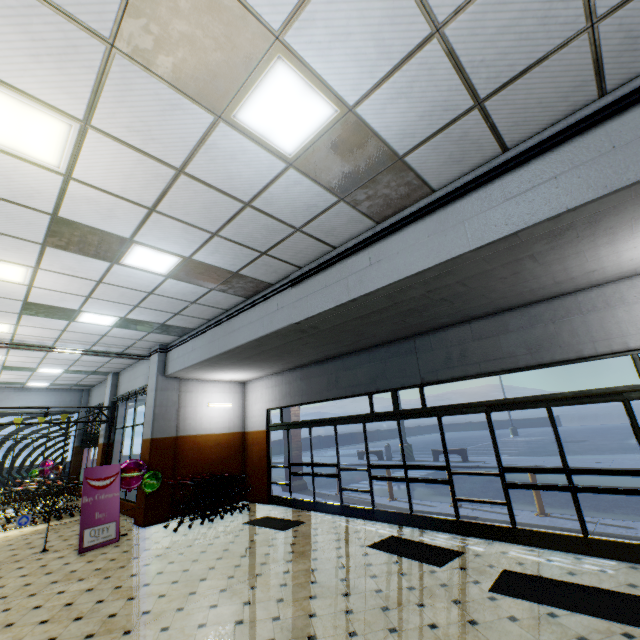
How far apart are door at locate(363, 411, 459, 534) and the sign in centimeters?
599cm

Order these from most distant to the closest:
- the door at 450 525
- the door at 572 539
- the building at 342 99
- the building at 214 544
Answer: the door at 450 525, the door at 572 539, the building at 214 544, the building at 342 99

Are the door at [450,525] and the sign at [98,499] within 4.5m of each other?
no

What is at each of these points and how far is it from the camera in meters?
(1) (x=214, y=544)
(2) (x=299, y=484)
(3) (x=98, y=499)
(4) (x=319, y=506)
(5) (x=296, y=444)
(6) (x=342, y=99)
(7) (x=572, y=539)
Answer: (1) building, 6.7
(2) building, 12.0
(3) sign, 7.4
(4) door, 8.6
(5) building, 12.5
(6) building, 3.0
(7) door, 5.0

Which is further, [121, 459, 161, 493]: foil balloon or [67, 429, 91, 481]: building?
[67, 429, 91, 481]: building

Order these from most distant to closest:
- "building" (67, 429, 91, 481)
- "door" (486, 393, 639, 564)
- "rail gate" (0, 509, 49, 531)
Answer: "building" (67, 429, 91, 481)
"rail gate" (0, 509, 49, 531)
"door" (486, 393, 639, 564)

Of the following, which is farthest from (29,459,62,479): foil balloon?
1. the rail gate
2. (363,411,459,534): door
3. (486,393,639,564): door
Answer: (486,393,639,564): door

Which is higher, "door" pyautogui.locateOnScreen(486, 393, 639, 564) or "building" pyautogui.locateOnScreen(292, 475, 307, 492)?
"building" pyautogui.locateOnScreen(292, 475, 307, 492)
